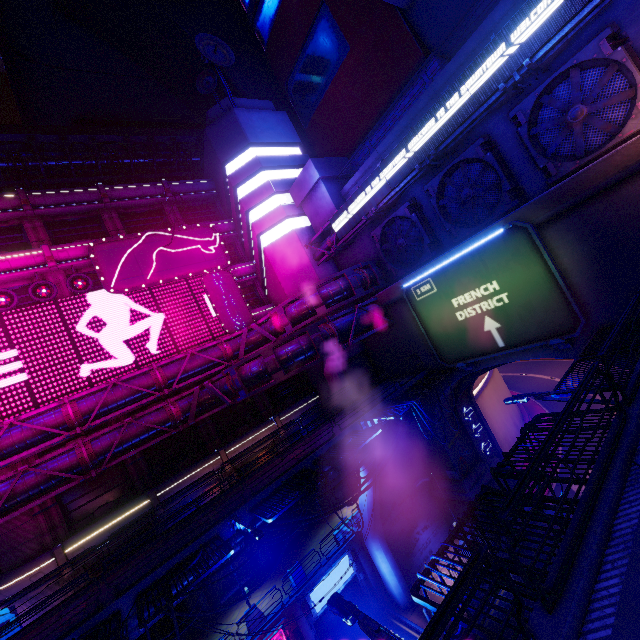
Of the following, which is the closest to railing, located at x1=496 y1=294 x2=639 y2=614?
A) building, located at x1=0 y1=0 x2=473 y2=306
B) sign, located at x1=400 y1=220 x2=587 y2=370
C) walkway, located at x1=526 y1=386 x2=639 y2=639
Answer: walkway, located at x1=526 y1=386 x2=639 y2=639

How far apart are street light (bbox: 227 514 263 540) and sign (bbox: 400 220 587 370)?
13.4m

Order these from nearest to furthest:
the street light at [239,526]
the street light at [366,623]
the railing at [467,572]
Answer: the railing at [467,572] < the street light at [366,623] < the street light at [239,526]

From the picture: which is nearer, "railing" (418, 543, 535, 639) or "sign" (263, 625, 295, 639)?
"railing" (418, 543, 535, 639)

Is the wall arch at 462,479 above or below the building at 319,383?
below

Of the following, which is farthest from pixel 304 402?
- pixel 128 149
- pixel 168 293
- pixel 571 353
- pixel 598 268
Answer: pixel 128 149

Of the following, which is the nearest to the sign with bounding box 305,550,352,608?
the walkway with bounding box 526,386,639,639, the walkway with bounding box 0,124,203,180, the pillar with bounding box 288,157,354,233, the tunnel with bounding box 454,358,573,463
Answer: the tunnel with bounding box 454,358,573,463

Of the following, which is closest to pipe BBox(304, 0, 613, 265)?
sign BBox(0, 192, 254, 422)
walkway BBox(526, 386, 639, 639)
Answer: sign BBox(0, 192, 254, 422)
